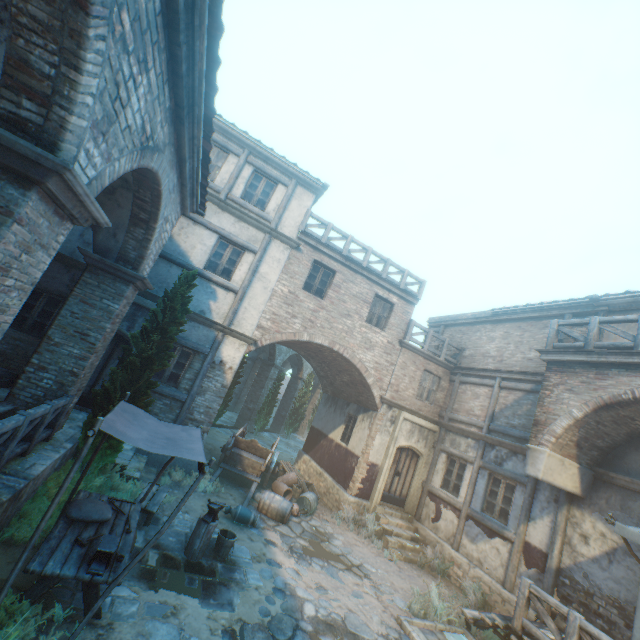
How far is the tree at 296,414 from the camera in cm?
2573

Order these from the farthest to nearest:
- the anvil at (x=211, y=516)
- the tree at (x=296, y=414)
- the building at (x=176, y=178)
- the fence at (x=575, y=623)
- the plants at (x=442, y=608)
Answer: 1. the tree at (x=296, y=414)
2. the plants at (x=442, y=608)
3. the anvil at (x=211, y=516)
4. the fence at (x=575, y=623)
5. the building at (x=176, y=178)

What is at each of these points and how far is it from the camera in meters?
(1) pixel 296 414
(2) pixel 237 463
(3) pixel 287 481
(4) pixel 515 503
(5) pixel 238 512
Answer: (1) tree, 26.0
(2) cart, 11.7
(3) wicker basket, 13.0
(4) building, 10.0
(5) ceramic pot, 8.8

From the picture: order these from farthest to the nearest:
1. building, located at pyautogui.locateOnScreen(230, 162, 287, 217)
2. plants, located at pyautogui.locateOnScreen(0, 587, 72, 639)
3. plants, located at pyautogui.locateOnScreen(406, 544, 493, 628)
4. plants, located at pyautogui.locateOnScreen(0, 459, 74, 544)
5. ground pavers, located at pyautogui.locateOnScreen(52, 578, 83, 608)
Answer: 1. building, located at pyautogui.locateOnScreen(230, 162, 287, 217)
2. plants, located at pyautogui.locateOnScreen(406, 544, 493, 628)
3. plants, located at pyautogui.locateOnScreen(0, 459, 74, 544)
4. ground pavers, located at pyautogui.locateOnScreen(52, 578, 83, 608)
5. plants, located at pyautogui.locateOnScreen(0, 587, 72, 639)

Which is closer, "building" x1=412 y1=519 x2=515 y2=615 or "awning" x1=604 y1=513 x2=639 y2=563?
"awning" x1=604 y1=513 x2=639 y2=563

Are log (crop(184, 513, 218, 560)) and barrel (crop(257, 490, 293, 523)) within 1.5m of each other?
no

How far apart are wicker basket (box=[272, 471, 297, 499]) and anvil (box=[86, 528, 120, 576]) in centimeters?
801cm

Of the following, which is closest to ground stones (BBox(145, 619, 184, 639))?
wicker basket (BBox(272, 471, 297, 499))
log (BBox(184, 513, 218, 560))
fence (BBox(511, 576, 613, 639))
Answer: fence (BBox(511, 576, 613, 639))
